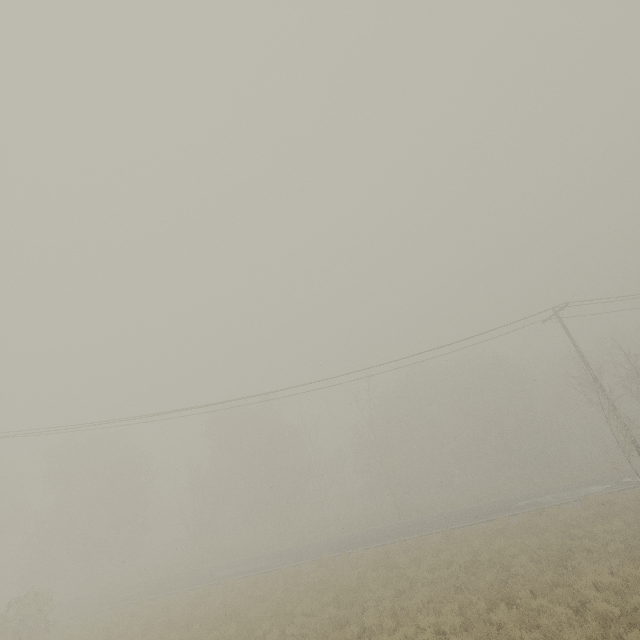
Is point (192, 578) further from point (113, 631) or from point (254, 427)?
point (254, 427)
